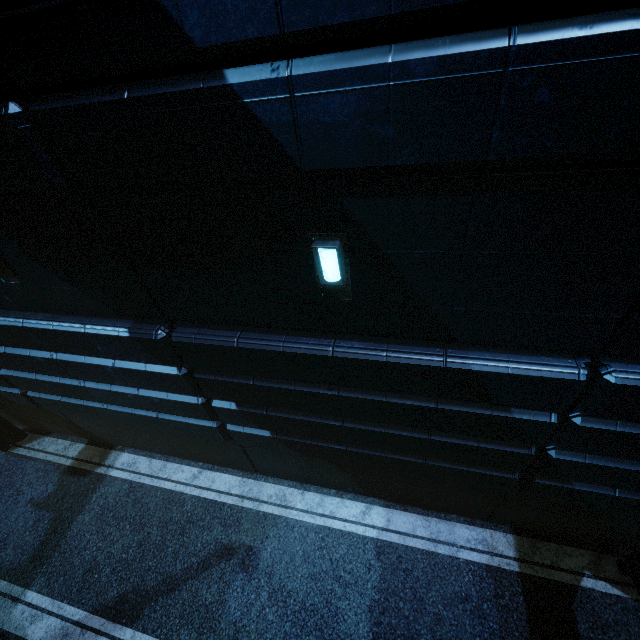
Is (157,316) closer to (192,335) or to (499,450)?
(192,335)
